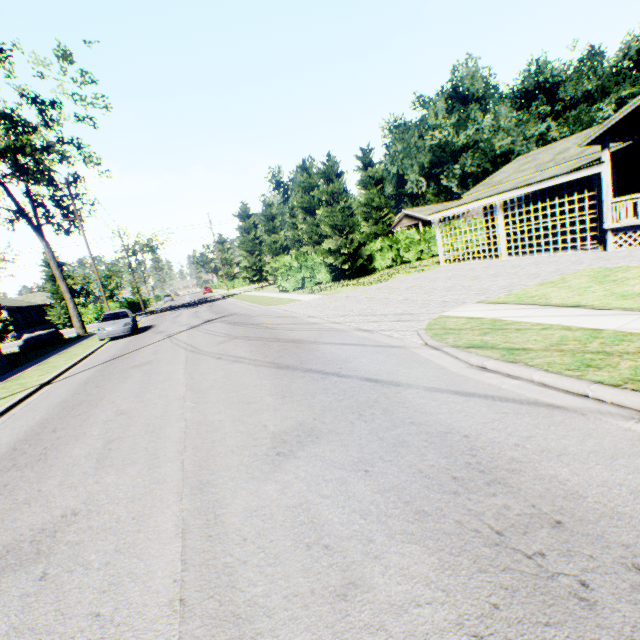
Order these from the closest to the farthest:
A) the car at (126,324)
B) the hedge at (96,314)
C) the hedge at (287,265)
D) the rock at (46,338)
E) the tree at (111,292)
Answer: the car at (126,324), the rock at (46,338), the hedge at (287,265), the hedge at (96,314), the tree at (111,292)

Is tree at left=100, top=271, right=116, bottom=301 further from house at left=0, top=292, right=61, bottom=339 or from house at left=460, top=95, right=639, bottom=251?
house at left=460, top=95, right=639, bottom=251

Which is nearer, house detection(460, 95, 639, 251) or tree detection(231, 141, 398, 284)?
house detection(460, 95, 639, 251)

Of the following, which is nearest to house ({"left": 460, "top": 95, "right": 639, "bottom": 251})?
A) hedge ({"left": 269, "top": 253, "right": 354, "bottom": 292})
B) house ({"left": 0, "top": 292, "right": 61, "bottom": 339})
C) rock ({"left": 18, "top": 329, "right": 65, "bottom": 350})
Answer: hedge ({"left": 269, "top": 253, "right": 354, "bottom": 292})

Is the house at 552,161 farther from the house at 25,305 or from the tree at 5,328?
the house at 25,305

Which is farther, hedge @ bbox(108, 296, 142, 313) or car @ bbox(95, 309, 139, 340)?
hedge @ bbox(108, 296, 142, 313)

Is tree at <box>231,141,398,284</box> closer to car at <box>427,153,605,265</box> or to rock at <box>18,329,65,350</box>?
car at <box>427,153,605,265</box>

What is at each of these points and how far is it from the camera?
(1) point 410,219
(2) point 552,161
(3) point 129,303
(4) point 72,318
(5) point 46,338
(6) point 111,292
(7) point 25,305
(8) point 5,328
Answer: (1) house, 47.22m
(2) house, 18.62m
(3) hedge, 47.44m
(4) tree, 28.23m
(5) rock, 26.19m
(6) tree, 58.31m
(7) house, 46.34m
(8) tree, 42.00m
